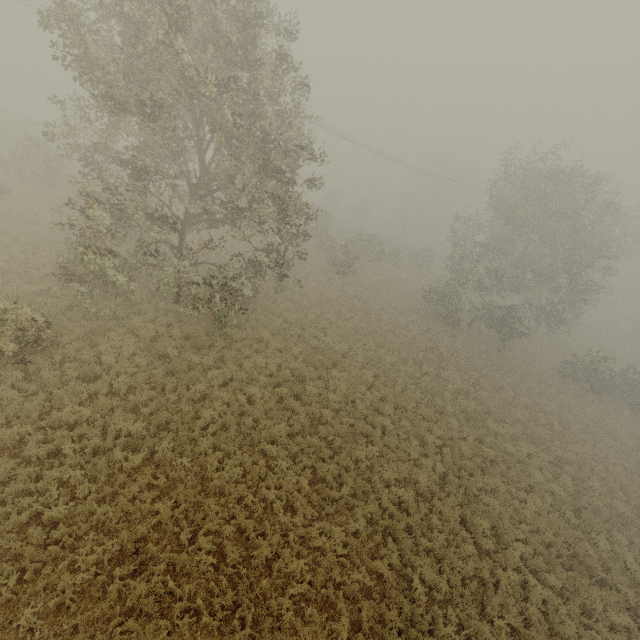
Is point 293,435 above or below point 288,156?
below
